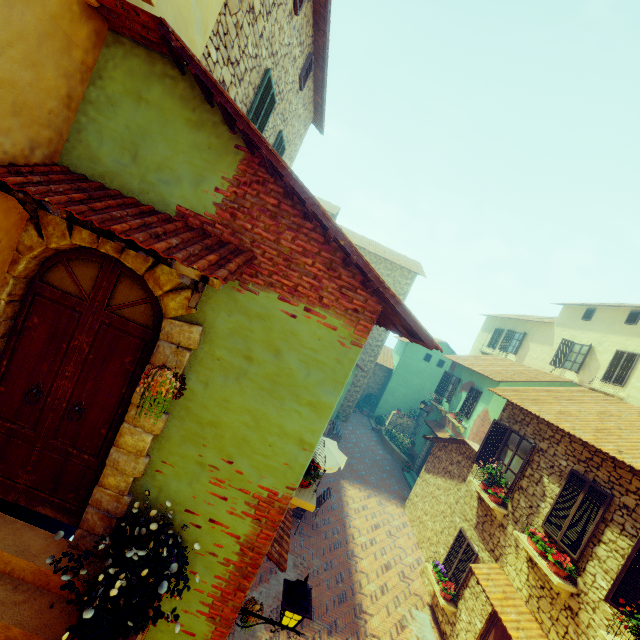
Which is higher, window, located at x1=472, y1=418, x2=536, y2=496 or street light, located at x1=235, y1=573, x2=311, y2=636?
window, located at x1=472, y1=418, x2=536, y2=496

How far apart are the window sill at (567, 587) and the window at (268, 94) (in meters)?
11.40

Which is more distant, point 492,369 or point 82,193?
point 492,369

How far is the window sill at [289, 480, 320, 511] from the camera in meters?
4.3 m

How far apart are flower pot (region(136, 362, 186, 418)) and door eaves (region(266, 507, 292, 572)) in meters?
3.5 m

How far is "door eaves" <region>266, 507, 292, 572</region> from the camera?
5.1m

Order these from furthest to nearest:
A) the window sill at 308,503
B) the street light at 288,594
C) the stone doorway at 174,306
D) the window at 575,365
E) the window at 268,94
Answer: the window at 575,365 < the window at 268,94 < the window sill at 308,503 < the street light at 288,594 < the stone doorway at 174,306

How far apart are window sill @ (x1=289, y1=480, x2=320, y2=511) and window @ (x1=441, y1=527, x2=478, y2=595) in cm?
774
